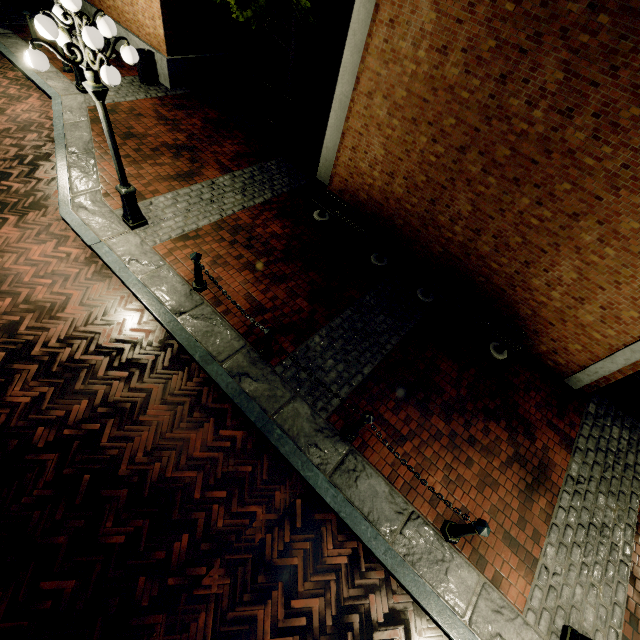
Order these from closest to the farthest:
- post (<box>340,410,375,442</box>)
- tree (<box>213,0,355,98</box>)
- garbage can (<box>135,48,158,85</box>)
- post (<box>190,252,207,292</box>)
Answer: post (<box>340,410,375,442</box>) < post (<box>190,252,207,292</box>) < tree (<box>213,0,355,98</box>) < garbage can (<box>135,48,158,85</box>)

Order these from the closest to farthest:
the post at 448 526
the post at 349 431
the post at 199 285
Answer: the post at 448 526
the post at 349 431
the post at 199 285

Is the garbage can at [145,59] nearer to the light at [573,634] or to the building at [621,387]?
the light at [573,634]

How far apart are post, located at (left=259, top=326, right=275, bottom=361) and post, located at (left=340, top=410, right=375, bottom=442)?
1.74m

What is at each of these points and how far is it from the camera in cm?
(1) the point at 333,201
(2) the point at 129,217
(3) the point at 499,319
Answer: (1) bench, 817
(2) light, 669
(3) bench, 692

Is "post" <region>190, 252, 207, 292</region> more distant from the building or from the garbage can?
the building

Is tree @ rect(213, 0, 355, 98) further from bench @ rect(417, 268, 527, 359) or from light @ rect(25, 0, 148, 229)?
bench @ rect(417, 268, 527, 359)

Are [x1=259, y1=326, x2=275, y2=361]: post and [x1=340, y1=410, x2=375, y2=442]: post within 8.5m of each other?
yes
